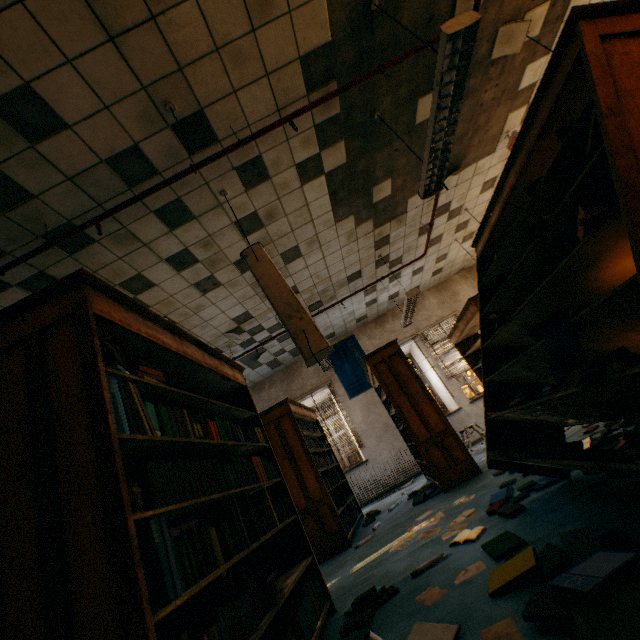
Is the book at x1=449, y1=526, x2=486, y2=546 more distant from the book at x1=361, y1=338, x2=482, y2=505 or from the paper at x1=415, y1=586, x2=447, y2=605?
the book at x1=361, y1=338, x2=482, y2=505

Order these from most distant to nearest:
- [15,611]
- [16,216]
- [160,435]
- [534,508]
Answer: [16,216] → [534,508] → [160,435] → [15,611]

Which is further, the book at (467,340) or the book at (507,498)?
the book at (467,340)

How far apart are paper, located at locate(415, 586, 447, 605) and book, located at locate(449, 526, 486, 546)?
0.5 meters

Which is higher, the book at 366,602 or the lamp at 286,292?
the lamp at 286,292

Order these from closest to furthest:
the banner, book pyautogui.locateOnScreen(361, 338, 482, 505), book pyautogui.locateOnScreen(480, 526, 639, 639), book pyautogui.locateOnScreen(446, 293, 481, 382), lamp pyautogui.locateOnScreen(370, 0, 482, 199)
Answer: Result:
1. book pyautogui.locateOnScreen(480, 526, 639, 639)
2. lamp pyautogui.locateOnScreen(370, 0, 482, 199)
3. book pyautogui.locateOnScreen(361, 338, 482, 505)
4. book pyautogui.locateOnScreen(446, 293, 481, 382)
5. the banner

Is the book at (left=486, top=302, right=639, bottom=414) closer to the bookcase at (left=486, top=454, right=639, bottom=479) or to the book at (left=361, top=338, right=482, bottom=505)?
the bookcase at (left=486, top=454, right=639, bottom=479)

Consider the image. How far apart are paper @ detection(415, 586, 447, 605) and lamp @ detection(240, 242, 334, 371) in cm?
Answer: 159
